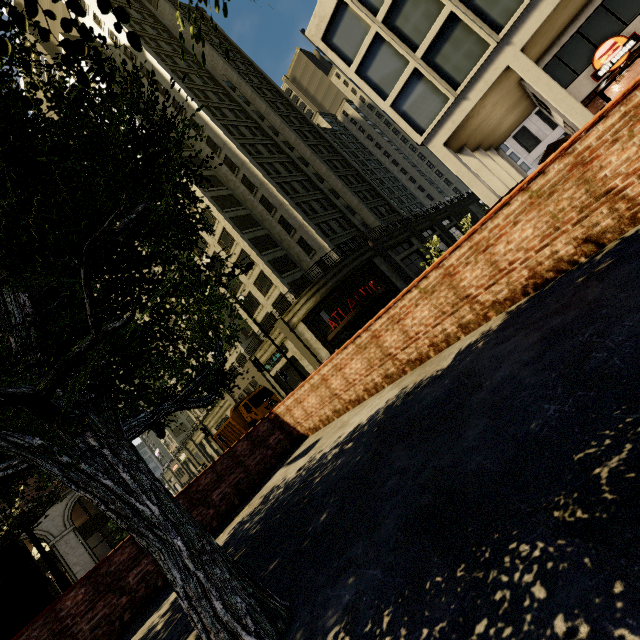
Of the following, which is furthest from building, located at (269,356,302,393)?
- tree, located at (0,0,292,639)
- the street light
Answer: the street light

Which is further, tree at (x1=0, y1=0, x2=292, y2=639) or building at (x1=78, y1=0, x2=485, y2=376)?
building at (x1=78, y1=0, x2=485, y2=376)

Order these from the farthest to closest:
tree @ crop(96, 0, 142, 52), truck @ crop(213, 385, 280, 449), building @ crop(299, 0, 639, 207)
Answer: truck @ crop(213, 385, 280, 449)
building @ crop(299, 0, 639, 207)
tree @ crop(96, 0, 142, 52)

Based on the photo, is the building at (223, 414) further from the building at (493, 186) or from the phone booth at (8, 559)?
the phone booth at (8, 559)

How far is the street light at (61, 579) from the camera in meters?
8.4 m

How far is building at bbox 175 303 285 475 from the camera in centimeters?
3316cm

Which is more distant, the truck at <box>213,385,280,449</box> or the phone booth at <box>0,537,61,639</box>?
the truck at <box>213,385,280,449</box>

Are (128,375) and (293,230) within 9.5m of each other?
no
